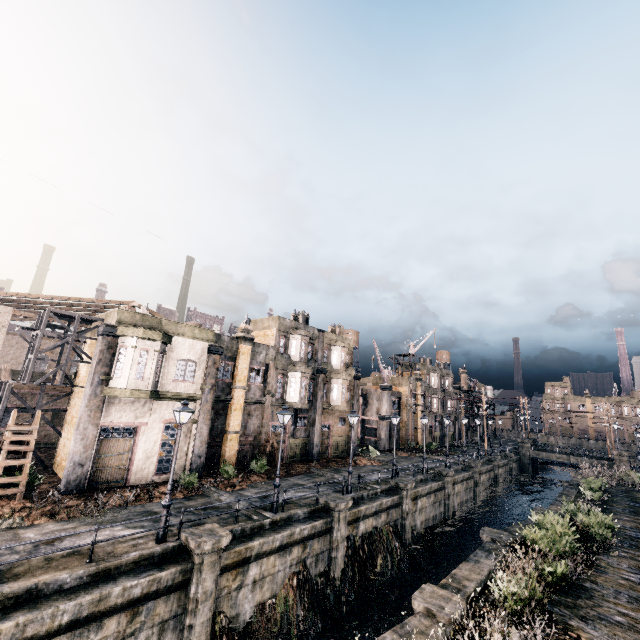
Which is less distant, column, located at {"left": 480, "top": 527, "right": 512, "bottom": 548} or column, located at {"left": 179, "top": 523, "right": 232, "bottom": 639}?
column, located at {"left": 179, "top": 523, "right": 232, "bottom": 639}

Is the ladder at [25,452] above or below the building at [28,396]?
below

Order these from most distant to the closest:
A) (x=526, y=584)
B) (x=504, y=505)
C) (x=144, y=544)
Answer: (x=504, y=505)
(x=144, y=544)
(x=526, y=584)

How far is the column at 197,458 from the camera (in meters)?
22.89

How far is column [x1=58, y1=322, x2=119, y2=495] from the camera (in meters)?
17.88

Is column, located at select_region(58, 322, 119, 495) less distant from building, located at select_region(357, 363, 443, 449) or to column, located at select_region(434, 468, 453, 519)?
column, located at select_region(434, 468, 453, 519)

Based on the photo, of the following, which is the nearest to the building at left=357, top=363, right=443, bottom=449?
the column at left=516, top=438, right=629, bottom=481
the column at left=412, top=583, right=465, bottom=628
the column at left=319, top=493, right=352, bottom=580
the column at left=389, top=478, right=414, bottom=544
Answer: the column at left=516, top=438, right=629, bottom=481

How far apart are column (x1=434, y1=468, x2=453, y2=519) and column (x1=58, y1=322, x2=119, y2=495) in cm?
2945
